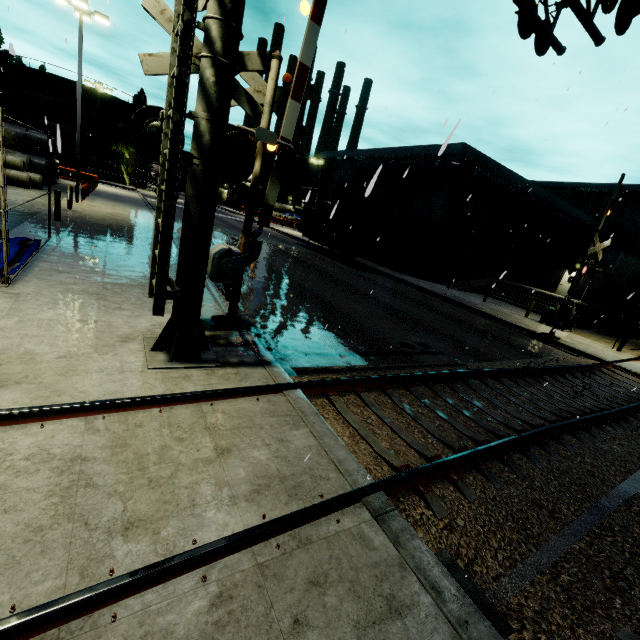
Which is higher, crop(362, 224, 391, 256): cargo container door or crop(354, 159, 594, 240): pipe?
crop(354, 159, 594, 240): pipe

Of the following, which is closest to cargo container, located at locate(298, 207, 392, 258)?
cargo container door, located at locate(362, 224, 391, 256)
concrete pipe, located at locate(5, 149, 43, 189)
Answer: cargo container door, located at locate(362, 224, 391, 256)

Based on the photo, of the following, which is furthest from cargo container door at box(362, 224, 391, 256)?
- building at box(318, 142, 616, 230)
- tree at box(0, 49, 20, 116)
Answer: tree at box(0, 49, 20, 116)

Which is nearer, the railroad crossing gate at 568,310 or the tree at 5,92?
the railroad crossing gate at 568,310

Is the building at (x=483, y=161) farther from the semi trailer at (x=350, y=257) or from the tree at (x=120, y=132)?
the semi trailer at (x=350, y=257)

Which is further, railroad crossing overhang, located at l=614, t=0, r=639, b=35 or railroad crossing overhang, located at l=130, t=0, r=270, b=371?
railroad crossing overhang, located at l=614, t=0, r=639, b=35

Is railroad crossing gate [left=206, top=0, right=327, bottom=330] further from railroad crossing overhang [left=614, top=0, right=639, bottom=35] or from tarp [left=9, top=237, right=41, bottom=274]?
railroad crossing overhang [left=614, top=0, right=639, bottom=35]

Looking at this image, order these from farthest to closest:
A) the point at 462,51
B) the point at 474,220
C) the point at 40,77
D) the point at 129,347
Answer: the point at 40,77
the point at 474,220
the point at 462,51
the point at 129,347
